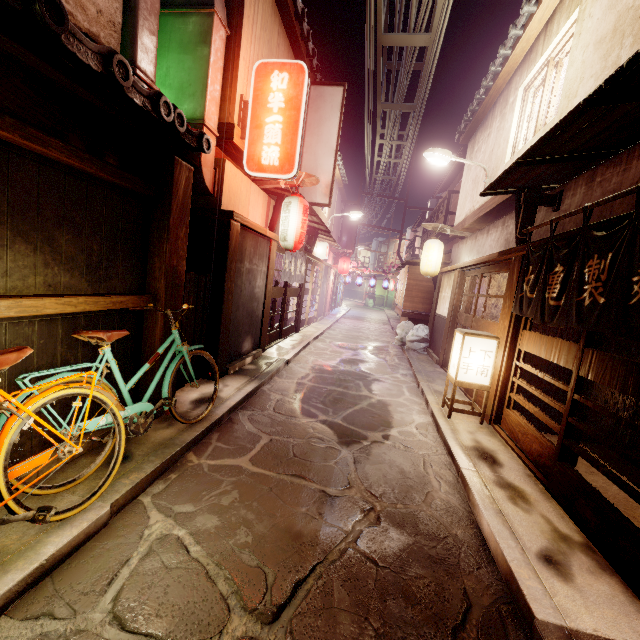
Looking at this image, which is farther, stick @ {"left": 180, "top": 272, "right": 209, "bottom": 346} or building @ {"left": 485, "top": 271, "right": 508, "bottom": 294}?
building @ {"left": 485, "top": 271, "right": 508, "bottom": 294}

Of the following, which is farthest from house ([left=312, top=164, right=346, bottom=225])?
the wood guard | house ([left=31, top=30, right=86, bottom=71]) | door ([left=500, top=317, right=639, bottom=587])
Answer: door ([left=500, top=317, right=639, bottom=587])

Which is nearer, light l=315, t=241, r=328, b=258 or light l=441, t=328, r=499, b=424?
light l=441, t=328, r=499, b=424

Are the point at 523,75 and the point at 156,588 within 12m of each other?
no

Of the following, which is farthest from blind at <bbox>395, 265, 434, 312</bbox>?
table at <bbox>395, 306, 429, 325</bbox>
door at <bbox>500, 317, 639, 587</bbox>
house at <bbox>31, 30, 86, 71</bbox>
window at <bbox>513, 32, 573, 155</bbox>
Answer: house at <bbox>31, 30, 86, 71</bbox>

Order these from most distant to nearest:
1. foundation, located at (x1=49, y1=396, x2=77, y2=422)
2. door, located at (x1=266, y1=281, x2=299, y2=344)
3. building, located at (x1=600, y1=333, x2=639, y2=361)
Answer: door, located at (x1=266, y1=281, x2=299, y2=344), building, located at (x1=600, y1=333, x2=639, y2=361), foundation, located at (x1=49, y1=396, x2=77, y2=422)

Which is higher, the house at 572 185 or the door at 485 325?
the house at 572 185

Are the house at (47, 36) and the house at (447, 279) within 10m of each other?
no
